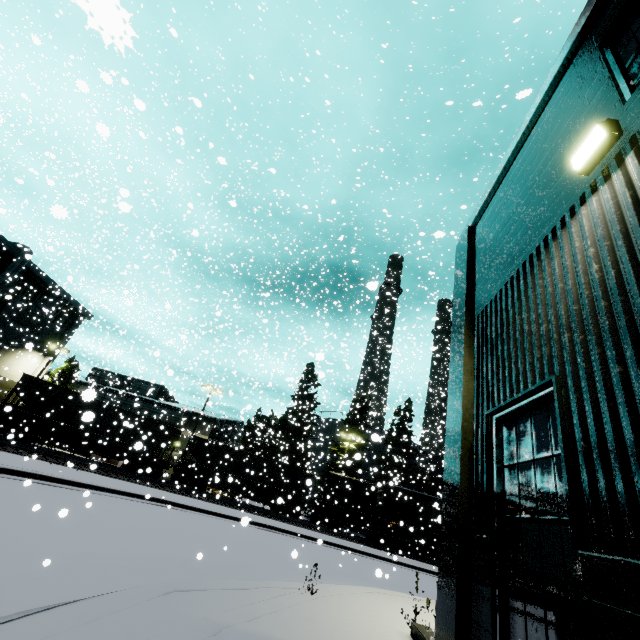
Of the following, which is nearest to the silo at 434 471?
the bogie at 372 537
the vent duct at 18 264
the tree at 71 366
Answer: the tree at 71 366

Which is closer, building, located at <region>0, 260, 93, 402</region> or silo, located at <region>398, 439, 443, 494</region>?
building, located at <region>0, 260, 93, 402</region>

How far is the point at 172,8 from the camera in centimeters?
851cm

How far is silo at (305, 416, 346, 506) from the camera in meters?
35.7 m

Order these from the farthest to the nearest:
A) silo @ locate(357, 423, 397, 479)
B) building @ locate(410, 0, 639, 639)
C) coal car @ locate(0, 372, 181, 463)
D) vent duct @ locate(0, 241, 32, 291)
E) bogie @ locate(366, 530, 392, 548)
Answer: bogie @ locate(366, 530, 392, 548), coal car @ locate(0, 372, 181, 463), silo @ locate(357, 423, 397, 479), vent duct @ locate(0, 241, 32, 291), building @ locate(410, 0, 639, 639)

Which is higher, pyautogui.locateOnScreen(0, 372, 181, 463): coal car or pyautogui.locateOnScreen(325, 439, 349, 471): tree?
pyautogui.locateOnScreen(325, 439, 349, 471): tree

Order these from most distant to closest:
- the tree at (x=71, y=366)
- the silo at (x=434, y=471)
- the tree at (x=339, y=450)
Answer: the silo at (x=434, y=471) → the tree at (x=339, y=450) → the tree at (x=71, y=366)

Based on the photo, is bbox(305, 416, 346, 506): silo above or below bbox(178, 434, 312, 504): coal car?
above
